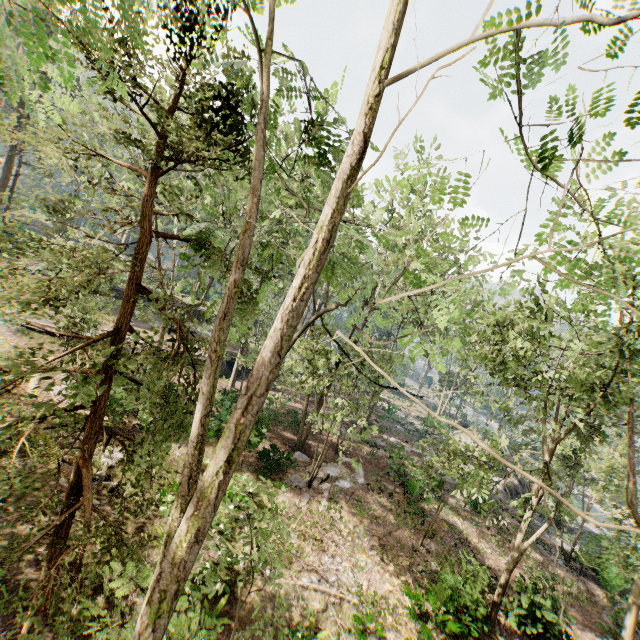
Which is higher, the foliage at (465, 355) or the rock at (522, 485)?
the foliage at (465, 355)

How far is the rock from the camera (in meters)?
28.81

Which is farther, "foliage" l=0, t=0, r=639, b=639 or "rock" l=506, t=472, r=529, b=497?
"rock" l=506, t=472, r=529, b=497

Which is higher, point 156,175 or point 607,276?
point 607,276

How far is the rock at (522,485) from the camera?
28.81m

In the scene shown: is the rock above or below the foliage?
below
